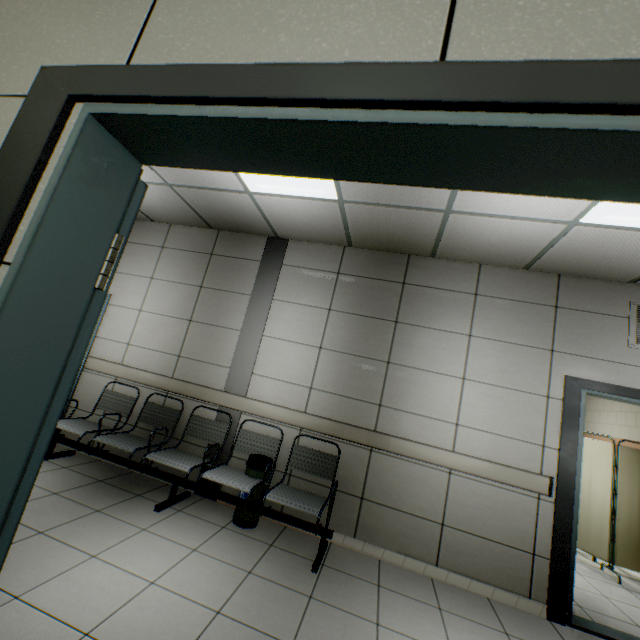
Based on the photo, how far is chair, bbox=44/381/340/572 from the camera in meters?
3.0 m

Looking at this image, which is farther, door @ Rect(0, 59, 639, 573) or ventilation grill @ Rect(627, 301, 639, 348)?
ventilation grill @ Rect(627, 301, 639, 348)

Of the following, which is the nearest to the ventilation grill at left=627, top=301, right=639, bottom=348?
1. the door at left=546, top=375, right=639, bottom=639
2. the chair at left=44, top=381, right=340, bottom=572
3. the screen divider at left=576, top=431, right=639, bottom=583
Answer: the door at left=546, top=375, right=639, bottom=639

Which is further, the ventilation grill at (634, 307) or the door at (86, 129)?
the ventilation grill at (634, 307)

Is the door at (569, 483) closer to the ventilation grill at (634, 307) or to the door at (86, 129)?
the ventilation grill at (634, 307)

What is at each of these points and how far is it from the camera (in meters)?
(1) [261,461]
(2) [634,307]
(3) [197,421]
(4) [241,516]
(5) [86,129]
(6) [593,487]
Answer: (1) garbage can, 3.29
(2) ventilation grill, 3.32
(3) chair, 3.83
(4) garbage can, 3.19
(5) door, 0.85
(6) screen divider, 4.59

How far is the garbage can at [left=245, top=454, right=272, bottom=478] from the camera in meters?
3.3

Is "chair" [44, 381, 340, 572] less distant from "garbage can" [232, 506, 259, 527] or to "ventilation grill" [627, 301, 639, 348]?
"garbage can" [232, 506, 259, 527]
